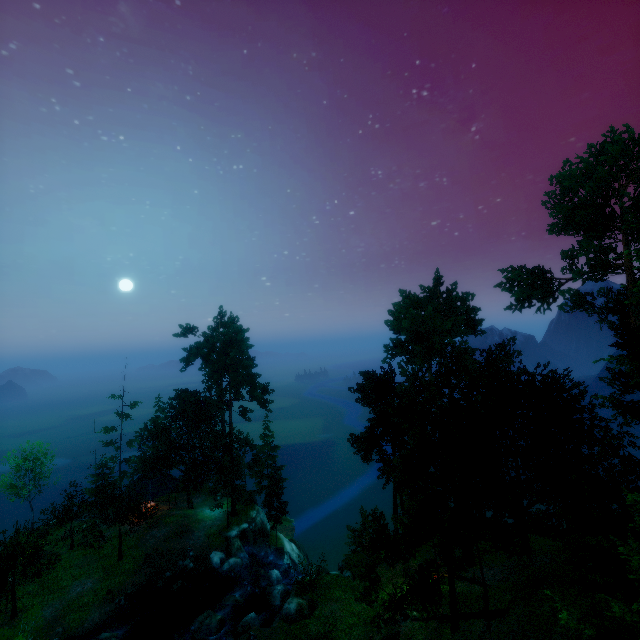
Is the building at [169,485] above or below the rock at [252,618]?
above

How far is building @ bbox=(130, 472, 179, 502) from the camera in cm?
3884

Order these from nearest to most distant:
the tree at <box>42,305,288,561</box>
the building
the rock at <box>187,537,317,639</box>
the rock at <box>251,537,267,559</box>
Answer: the rock at <box>187,537,317,639</box> < the tree at <box>42,305,288,561</box> < the rock at <box>251,537,267,559</box> < the building

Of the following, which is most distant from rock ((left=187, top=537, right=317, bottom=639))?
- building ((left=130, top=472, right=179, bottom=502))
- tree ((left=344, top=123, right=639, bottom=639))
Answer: building ((left=130, top=472, right=179, bottom=502))

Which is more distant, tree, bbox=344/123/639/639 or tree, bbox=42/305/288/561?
tree, bbox=42/305/288/561

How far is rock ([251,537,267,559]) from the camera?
36.5m

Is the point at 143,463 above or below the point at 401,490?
below

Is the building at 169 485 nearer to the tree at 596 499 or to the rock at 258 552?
the tree at 596 499
